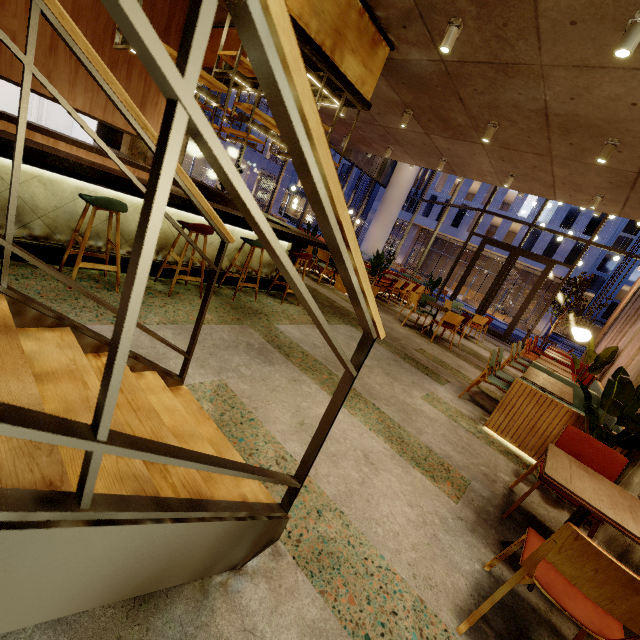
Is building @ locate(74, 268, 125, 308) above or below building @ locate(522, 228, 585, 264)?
below

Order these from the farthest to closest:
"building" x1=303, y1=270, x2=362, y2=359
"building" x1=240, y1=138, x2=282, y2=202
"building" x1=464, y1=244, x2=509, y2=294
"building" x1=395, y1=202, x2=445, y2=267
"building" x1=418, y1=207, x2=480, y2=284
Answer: "building" x1=395, y1=202, x2=445, y2=267 → "building" x1=418, y1=207, x2=480, y2=284 → "building" x1=464, y1=244, x2=509, y2=294 → "building" x1=240, y1=138, x2=282, y2=202 → "building" x1=303, y1=270, x2=362, y2=359

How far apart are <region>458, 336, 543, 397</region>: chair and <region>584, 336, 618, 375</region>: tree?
1.65m

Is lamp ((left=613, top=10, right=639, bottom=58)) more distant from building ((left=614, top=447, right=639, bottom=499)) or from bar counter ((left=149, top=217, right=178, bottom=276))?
bar counter ((left=149, top=217, right=178, bottom=276))

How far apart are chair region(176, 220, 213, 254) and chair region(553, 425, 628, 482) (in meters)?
4.10

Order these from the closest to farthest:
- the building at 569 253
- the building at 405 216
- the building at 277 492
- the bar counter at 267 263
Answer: the building at 277 492, the bar counter at 267 263, the building at 569 253, the building at 405 216

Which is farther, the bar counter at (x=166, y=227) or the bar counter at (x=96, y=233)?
the bar counter at (x=166, y=227)

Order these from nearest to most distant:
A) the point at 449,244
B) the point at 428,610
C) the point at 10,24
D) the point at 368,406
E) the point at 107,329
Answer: the point at 428,610, the point at 107,329, the point at 368,406, the point at 10,24, the point at 449,244
